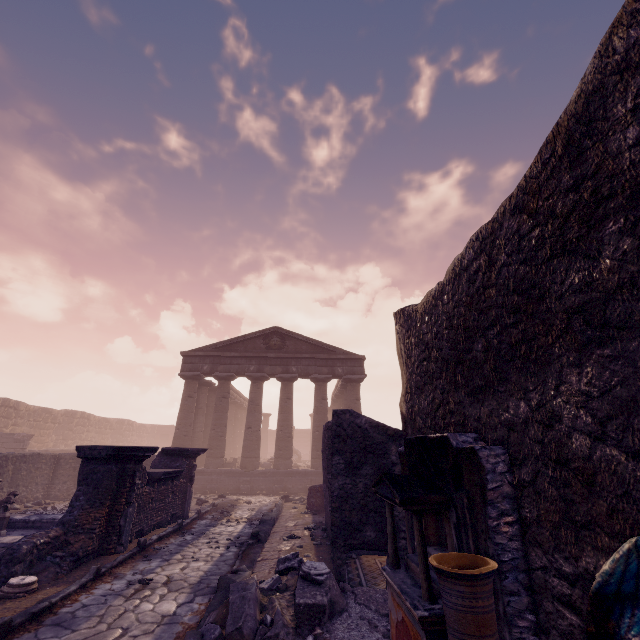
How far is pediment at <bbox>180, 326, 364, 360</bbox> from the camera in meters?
20.1 m

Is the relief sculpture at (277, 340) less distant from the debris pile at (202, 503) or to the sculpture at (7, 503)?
the debris pile at (202, 503)

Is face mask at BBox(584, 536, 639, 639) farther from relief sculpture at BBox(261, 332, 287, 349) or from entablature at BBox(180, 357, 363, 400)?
relief sculpture at BBox(261, 332, 287, 349)

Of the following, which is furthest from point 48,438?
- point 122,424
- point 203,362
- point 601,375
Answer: point 601,375

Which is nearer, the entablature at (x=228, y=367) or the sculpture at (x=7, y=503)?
the sculpture at (x=7, y=503)

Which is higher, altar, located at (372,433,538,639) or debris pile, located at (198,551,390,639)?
altar, located at (372,433,538,639)

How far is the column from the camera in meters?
18.4 m

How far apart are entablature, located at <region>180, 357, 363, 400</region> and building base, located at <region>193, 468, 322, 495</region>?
5.3m
